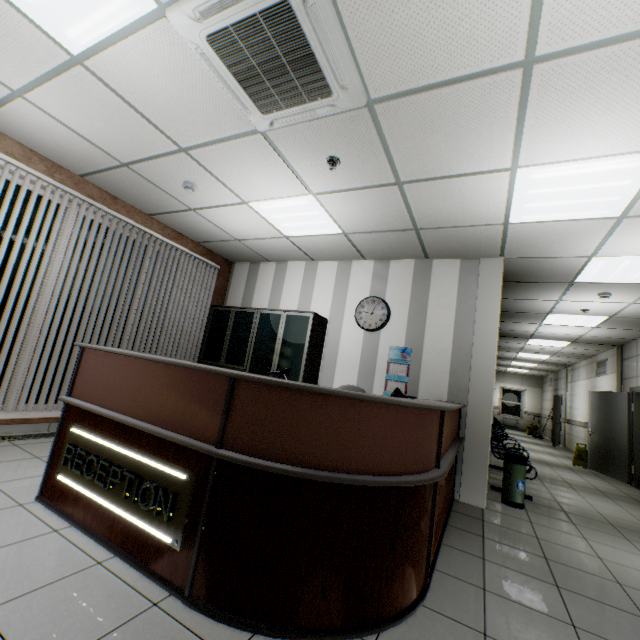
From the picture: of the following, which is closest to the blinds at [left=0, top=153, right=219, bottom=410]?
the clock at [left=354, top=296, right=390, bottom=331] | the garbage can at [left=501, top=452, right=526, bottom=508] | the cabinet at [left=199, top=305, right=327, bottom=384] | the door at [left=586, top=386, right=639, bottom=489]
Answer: the cabinet at [left=199, top=305, right=327, bottom=384]

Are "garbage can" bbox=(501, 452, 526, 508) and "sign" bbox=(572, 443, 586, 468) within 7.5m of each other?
yes

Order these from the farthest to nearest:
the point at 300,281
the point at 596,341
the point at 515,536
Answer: the point at 596,341 → the point at 300,281 → the point at 515,536

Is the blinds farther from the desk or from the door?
the door

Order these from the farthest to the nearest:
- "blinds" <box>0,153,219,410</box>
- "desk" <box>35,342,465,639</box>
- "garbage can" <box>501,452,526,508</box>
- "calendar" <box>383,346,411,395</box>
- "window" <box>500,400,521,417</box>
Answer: "window" <box>500,400,521,417</box> → "calendar" <box>383,346,411,395</box> → "garbage can" <box>501,452,526,508</box> → "blinds" <box>0,153,219,410</box> → "desk" <box>35,342,465,639</box>

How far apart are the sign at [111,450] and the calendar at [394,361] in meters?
3.4

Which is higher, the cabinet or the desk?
the cabinet

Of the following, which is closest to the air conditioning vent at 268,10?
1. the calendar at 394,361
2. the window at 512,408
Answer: the calendar at 394,361
